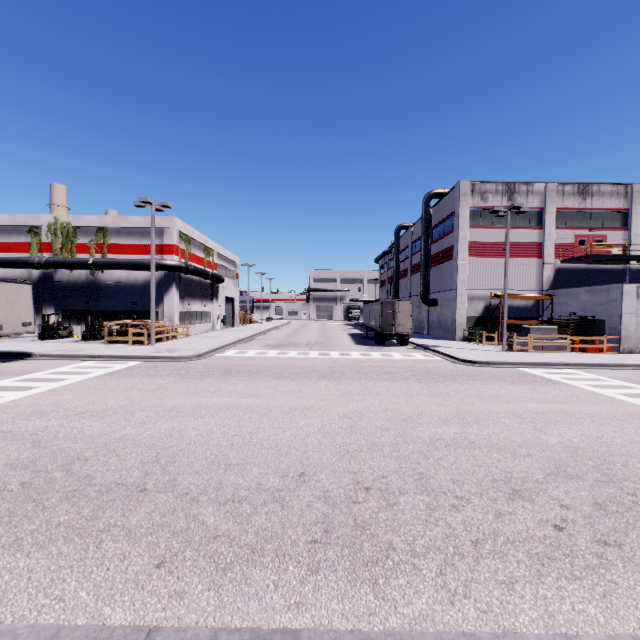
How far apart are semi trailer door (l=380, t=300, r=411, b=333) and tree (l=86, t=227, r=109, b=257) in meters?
26.0 m

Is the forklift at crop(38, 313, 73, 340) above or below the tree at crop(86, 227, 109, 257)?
below

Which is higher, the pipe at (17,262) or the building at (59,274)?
the pipe at (17,262)

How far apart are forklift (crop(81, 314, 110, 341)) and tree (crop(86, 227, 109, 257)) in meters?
5.3

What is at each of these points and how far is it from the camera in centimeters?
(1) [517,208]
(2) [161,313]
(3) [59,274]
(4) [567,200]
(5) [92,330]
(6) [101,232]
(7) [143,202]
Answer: (1) light, 2134cm
(2) building, 2934cm
(3) building, 2927cm
(4) building, 2994cm
(5) forklift, 2627cm
(6) tree, 2909cm
(7) light, 2138cm

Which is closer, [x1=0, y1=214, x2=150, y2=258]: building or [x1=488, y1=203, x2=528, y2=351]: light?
[x1=488, y1=203, x2=528, y2=351]: light

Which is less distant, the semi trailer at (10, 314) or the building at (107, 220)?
the semi trailer at (10, 314)

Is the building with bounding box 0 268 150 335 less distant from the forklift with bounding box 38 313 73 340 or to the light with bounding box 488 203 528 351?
the forklift with bounding box 38 313 73 340
